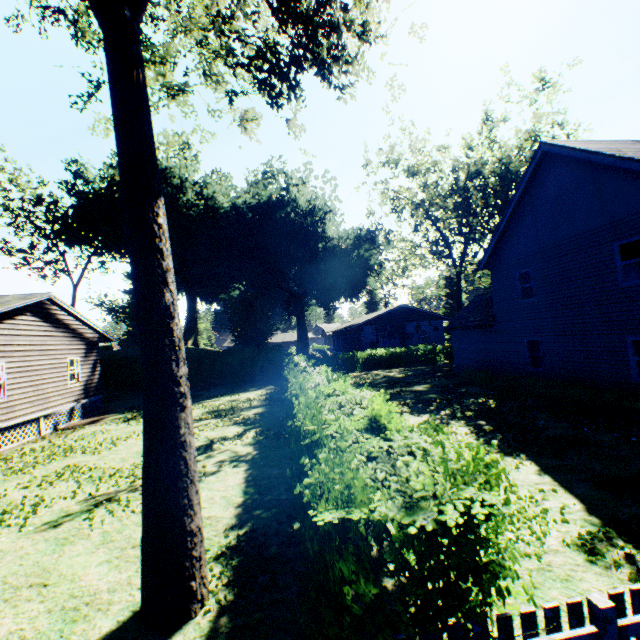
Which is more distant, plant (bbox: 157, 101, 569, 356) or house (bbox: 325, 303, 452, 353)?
house (bbox: 325, 303, 452, 353)

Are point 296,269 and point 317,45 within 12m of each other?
no

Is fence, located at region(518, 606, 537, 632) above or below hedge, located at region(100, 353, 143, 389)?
below

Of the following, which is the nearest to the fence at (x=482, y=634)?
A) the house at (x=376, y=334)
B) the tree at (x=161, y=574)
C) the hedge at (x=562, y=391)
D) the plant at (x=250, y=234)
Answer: the tree at (x=161, y=574)

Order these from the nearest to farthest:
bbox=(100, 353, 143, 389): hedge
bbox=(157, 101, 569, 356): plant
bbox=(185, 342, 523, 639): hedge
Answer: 1. bbox=(185, 342, 523, 639): hedge
2. bbox=(100, 353, 143, 389): hedge
3. bbox=(157, 101, 569, 356): plant

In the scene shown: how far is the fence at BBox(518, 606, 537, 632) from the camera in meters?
2.4

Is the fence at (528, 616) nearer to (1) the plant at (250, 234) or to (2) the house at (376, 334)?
(1) the plant at (250, 234)

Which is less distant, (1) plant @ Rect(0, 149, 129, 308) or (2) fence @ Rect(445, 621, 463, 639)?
(2) fence @ Rect(445, 621, 463, 639)
